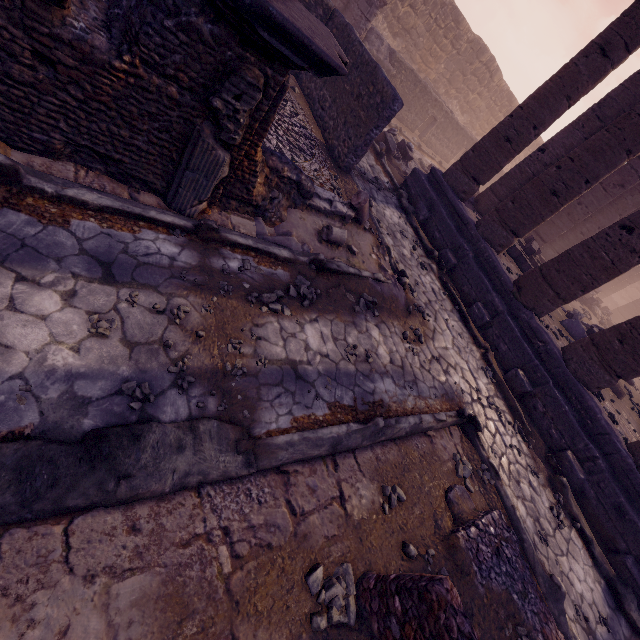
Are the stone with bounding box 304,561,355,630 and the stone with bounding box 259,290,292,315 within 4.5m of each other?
yes

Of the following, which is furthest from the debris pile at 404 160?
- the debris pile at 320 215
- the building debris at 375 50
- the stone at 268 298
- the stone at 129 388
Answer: the stone at 129 388

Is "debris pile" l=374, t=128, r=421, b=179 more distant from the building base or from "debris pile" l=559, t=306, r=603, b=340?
"debris pile" l=559, t=306, r=603, b=340

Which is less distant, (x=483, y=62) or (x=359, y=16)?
(x=359, y=16)

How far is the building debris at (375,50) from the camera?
13.4 meters

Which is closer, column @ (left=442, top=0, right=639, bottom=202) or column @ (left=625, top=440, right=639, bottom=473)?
column @ (left=625, top=440, right=639, bottom=473)

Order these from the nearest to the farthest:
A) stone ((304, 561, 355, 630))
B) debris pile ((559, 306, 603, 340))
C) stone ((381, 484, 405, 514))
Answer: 1. stone ((304, 561, 355, 630))
2. stone ((381, 484, 405, 514))
3. debris pile ((559, 306, 603, 340))

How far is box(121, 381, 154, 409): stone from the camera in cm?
249
